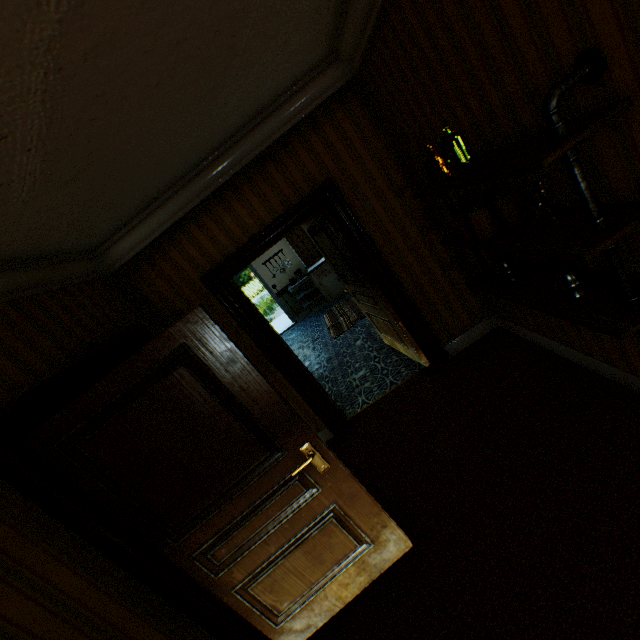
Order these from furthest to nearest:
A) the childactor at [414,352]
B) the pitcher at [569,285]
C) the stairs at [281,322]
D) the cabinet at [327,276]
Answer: the stairs at [281,322] < the cabinet at [327,276] < the childactor at [414,352] < the pitcher at [569,285]

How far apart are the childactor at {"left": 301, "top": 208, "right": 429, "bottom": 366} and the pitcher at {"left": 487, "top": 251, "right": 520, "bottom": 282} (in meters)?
1.40

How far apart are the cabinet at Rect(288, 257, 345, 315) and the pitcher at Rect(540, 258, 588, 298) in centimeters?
691cm

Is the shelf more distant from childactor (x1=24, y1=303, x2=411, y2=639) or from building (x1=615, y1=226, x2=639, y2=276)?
childactor (x1=24, y1=303, x2=411, y2=639)

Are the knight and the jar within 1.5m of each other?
yes

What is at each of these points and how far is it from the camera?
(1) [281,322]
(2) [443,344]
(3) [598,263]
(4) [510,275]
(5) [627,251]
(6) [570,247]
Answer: (1) stairs, 11.3m
(2) building, 3.8m
(3) building, 1.8m
(4) pitcher, 2.3m
(5) building, 1.6m
(6) shelf, 1.4m

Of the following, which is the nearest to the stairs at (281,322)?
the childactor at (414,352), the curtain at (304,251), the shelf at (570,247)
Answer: the curtain at (304,251)

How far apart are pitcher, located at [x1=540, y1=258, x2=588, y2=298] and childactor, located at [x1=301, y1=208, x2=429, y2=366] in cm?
188
